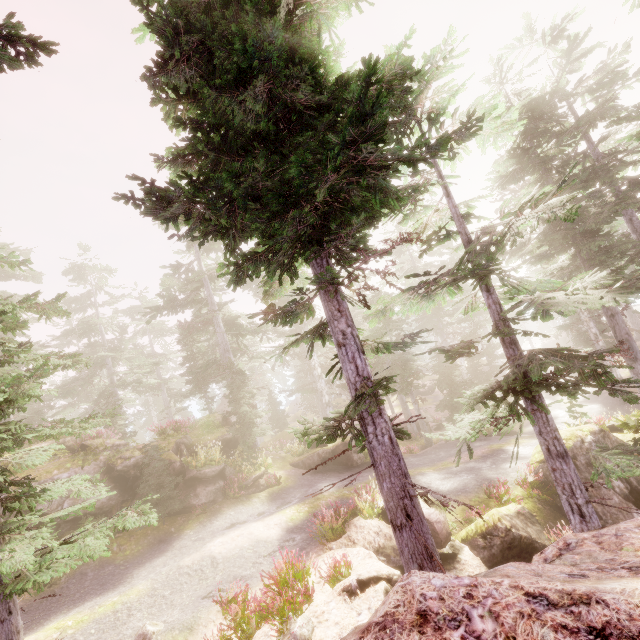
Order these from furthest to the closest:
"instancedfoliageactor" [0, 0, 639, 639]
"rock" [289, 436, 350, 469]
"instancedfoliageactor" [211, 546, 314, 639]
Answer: "rock" [289, 436, 350, 469] < "instancedfoliageactor" [211, 546, 314, 639] < "instancedfoliageactor" [0, 0, 639, 639]

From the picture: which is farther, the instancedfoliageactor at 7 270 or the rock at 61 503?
the rock at 61 503

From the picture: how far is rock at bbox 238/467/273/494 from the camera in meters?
16.5

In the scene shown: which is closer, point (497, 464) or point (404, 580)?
point (404, 580)

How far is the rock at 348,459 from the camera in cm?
1984

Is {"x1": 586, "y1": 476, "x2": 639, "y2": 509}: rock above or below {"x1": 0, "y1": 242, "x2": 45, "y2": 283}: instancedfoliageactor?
below
